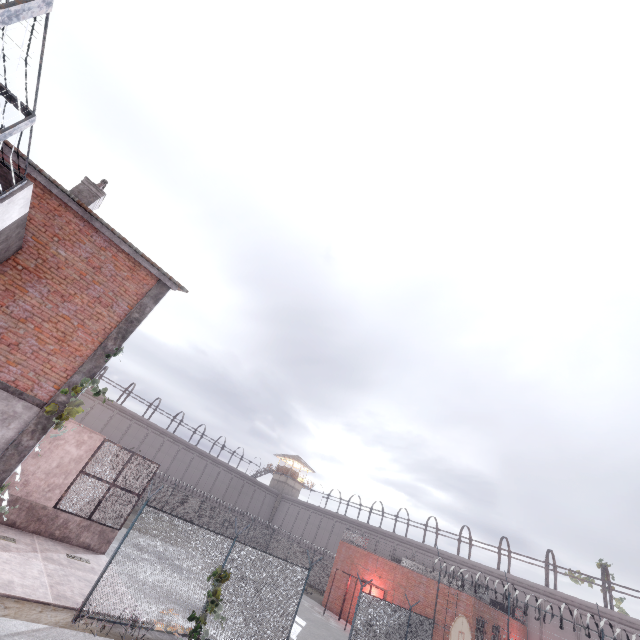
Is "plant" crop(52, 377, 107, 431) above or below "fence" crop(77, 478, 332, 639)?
above

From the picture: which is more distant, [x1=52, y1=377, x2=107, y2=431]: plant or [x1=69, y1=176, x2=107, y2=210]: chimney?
[x1=69, y1=176, x2=107, y2=210]: chimney

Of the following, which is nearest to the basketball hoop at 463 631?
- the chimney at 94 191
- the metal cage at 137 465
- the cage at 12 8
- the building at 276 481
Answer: the metal cage at 137 465

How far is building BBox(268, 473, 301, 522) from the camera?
53.6m

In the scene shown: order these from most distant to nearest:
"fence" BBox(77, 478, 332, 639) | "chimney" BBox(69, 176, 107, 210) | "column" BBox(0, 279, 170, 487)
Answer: "chimney" BBox(69, 176, 107, 210), "fence" BBox(77, 478, 332, 639), "column" BBox(0, 279, 170, 487)

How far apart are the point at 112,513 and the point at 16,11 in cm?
1788

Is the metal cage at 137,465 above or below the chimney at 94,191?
below

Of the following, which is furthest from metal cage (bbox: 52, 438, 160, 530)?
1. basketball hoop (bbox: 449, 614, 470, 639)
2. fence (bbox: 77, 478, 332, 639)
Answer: basketball hoop (bbox: 449, 614, 470, 639)
